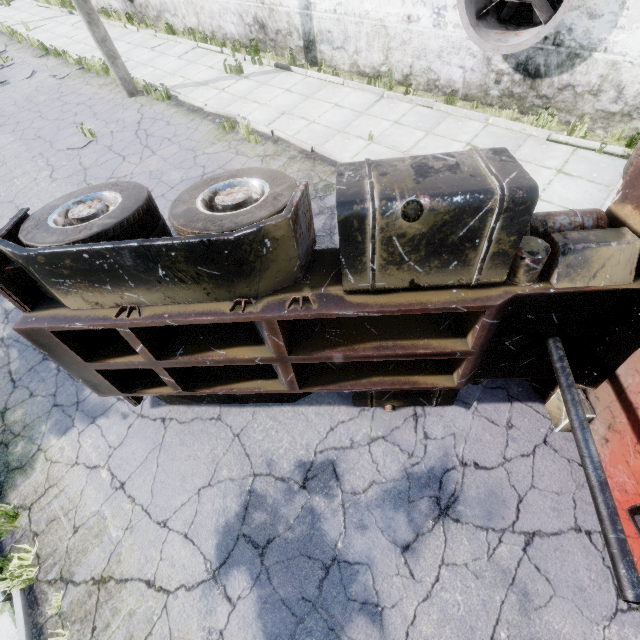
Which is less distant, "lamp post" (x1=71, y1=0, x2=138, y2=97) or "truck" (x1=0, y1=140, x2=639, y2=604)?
"truck" (x1=0, y1=140, x2=639, y2=604)

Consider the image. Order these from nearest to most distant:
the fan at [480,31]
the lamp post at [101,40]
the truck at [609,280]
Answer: the truck at [609,280] < the fan at [480,31] < the lamp post at [101,40]

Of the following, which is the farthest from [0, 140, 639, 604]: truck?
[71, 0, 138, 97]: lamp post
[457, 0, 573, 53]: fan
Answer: [71, 0, 138, 97]: lamp post

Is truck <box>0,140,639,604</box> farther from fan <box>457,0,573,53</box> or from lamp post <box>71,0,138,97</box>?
lamp post <box>71,0,138,97</box>

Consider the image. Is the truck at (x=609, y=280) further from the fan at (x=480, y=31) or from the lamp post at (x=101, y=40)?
the lamp post at (x=101, y=40)

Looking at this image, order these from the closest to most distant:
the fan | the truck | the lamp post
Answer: the truck → the fan → the lamp post

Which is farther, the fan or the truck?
the fan

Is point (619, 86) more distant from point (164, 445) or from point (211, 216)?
point (164, 445)
